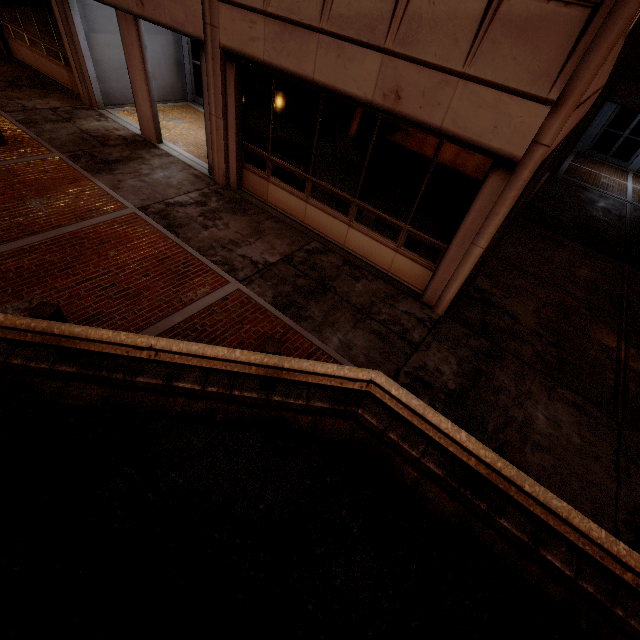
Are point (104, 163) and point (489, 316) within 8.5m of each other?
no
